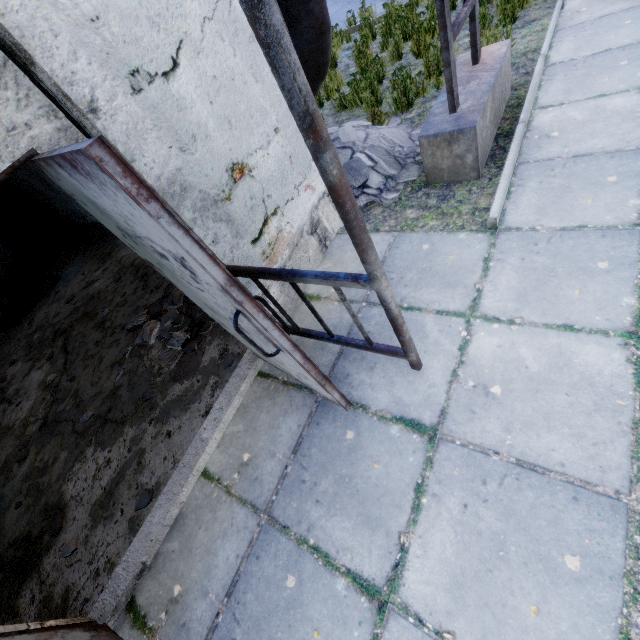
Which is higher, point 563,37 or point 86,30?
point 86,30

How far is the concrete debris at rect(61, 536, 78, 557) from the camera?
2.82m

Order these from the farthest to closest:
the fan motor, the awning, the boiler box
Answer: the boiler box < the fan motor < the awning

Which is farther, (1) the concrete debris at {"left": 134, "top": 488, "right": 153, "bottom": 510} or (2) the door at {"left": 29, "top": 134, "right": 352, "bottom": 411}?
(1) the concrete debris at {"left": 134, "top": 488, "right": 153, "bottom": 510}

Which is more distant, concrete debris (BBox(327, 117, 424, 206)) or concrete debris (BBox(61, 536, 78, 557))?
concrete debris (BBox(327, 117, 424, 206))

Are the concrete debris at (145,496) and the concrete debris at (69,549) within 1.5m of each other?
yes

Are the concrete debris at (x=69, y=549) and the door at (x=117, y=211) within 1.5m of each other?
no

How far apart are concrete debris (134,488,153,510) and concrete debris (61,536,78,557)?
0.7m
